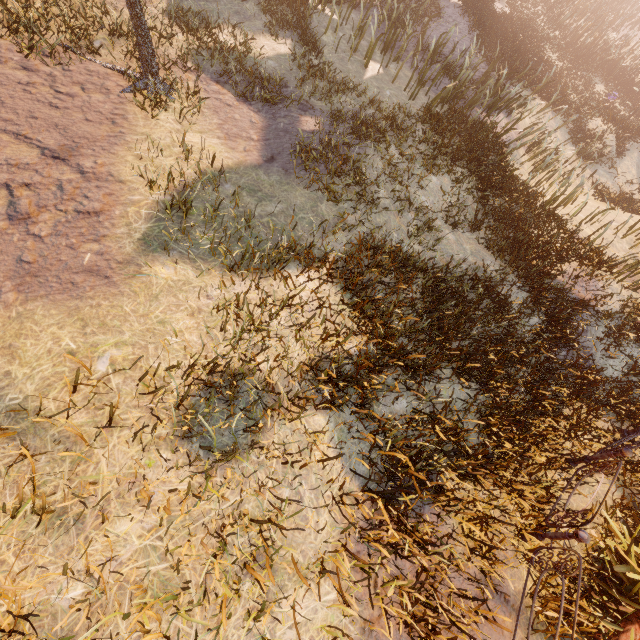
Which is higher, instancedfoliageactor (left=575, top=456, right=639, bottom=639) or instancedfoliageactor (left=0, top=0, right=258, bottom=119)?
instancedfoliageactor (left=0, top=0, right=258, bottom=119)

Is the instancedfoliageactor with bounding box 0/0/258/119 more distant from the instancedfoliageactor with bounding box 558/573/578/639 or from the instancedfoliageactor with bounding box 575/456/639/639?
the instancedfoliageactor with bounding box 558/573/578/639

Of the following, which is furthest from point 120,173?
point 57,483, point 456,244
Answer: point 456,244

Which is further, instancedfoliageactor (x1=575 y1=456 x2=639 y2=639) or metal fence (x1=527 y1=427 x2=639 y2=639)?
instancedfoliageactor (x1=575 y1=456 x2=639 y2=639)

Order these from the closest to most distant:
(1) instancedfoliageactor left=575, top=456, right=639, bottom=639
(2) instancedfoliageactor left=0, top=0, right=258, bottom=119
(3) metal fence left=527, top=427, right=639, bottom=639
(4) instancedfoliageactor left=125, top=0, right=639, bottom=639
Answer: (4) instancedfoliageactor left=125, top=0, right=639, bottom=639, (3) metal fence left=527, top=427, right=639, bottom=639, (1) instancedfoliageactor left=575, top=456, right=639, bottom=639, (2) instancedfoliageactor left=0, top=0, right=258, bottom=119

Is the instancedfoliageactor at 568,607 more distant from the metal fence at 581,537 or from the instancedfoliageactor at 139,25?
the instancedfoliageactor at 139,25

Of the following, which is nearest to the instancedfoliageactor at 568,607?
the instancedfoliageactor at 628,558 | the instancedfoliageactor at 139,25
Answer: the instancedfoliageactor at 628,558
